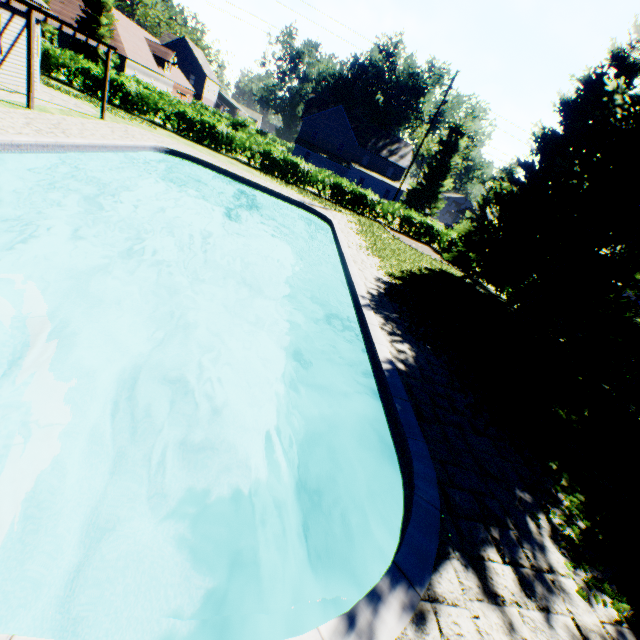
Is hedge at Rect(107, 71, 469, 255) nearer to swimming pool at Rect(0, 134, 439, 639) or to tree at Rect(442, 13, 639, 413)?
tree at Rect(442, 13, 639, 413)

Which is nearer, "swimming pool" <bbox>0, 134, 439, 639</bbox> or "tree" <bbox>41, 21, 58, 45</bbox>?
"swimming pool" <bbox>0, 134, 439, 639</bbox>

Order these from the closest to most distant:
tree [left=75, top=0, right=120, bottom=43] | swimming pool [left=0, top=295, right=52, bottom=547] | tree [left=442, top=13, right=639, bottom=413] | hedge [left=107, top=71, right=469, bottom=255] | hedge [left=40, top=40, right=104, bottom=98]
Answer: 1. swimming pool [left=0, top=295, right=52, bottom=547]
2. tree [left=442, top=13, right=639, bottom=413]
3. hedge [left=40, top=40, right=104, bottom=98]
4. hedge [left=107, top=71, right=469, bottom=255]
5. tree [left=75, top=0, right=120, bottom=43]

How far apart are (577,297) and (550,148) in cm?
779

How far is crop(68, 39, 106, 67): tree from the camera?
34.0 meters

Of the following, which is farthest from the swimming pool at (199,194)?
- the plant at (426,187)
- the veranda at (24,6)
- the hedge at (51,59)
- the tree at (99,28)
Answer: the hedge at (51,59)

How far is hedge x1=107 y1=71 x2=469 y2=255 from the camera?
23.09m

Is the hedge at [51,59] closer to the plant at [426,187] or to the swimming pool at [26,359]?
the plant at [426,187]
